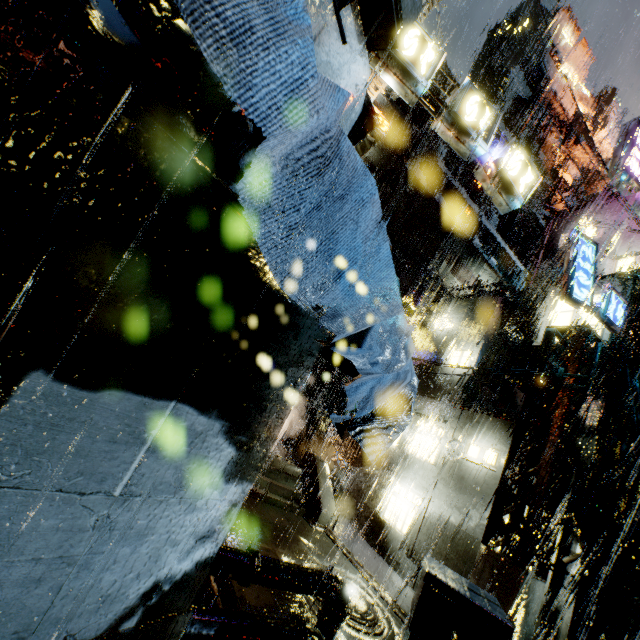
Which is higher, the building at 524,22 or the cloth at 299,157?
the building at 524,22

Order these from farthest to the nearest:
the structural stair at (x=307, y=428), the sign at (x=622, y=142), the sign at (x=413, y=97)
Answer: the structural stair at (x=307, y=428), the sign at (x=622, y=142), the sign at (x=413, y=97)

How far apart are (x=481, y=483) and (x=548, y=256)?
12.7 meters

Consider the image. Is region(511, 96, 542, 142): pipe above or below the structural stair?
above

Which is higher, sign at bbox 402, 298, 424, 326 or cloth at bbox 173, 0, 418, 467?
sign at bbox 402, 298, 424, 326

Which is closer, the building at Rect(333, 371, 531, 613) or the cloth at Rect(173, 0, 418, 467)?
the cloth at Rect(173, 0, 418, 467)

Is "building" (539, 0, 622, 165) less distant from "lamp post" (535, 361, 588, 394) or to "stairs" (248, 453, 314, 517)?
"stairs" (248, 453, 314, 517)

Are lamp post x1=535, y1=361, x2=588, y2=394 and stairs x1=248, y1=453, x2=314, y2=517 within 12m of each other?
yes
